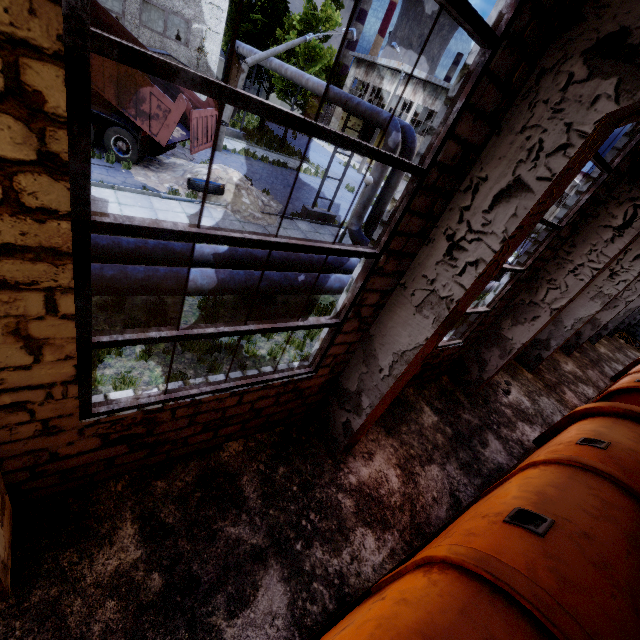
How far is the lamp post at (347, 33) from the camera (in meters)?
16.58

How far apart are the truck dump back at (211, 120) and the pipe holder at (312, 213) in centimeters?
451cm

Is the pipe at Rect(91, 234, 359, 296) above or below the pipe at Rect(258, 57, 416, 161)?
below

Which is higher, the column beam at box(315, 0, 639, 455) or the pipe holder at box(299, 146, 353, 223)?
the column beam at box(315, 0, 639, 455)

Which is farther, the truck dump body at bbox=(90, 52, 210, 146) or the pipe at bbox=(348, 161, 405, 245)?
the pipe at bbox=(348, 161, 405, 245)

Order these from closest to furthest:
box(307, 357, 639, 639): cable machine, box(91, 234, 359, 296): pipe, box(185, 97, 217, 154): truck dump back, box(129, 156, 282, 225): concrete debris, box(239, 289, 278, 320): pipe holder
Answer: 1. box(307, 357, 639, 639): cable machine
2. box(91, 234, 359, 296): pipe
3. box(239, 289, 278, 320): pipe holder
4. box(185, 97, 217, 154): truck dump back
5. box(129, 156, 282, 225): concrete debris

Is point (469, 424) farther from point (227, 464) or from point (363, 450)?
point (227, 464)

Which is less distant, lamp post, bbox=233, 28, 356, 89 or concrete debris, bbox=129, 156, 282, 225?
concrete debris, bbox=129, 156, 282, 225
